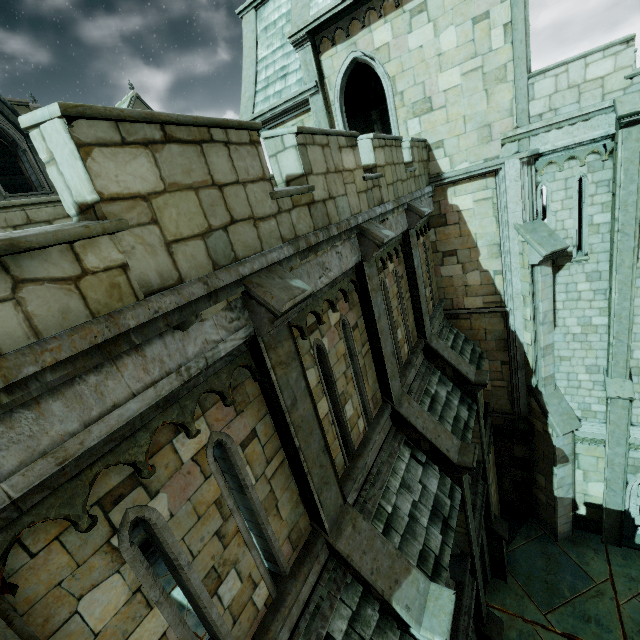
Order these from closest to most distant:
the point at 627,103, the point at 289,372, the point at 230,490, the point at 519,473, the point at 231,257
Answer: the point at 231,257, the point at 289,372, the point at 230,490, the point at 627,103, the point at 519,473

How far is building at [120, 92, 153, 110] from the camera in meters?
35.6

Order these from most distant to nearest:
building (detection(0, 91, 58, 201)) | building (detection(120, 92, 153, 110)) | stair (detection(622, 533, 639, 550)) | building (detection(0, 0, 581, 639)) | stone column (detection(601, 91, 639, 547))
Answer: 1. building (detection(120, 92, 153, 110))
2. building (detection(0, 91, 58, 201))
3. stair (detection(622, 533, 639, 550))
4. stone column (detection(601, 91, 639, 547))
5. building (detection(0, 0, 581, 639))

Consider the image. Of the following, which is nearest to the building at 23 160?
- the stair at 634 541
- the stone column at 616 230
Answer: the stone column at 616 230

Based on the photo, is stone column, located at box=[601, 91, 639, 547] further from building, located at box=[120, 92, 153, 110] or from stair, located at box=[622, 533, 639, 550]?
building, located at box=[120, 92, 153, 110]

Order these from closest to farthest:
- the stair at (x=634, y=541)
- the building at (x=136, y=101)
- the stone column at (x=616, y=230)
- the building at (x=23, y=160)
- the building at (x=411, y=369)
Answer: the building at (x=411, y=369) → the stone column at (x=616, y=230) → the stair at (x=634, y=541) → the building at (x=23, y=160) → the building at (x=136, y=101)

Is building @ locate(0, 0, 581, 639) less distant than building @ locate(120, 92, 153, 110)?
Yes
